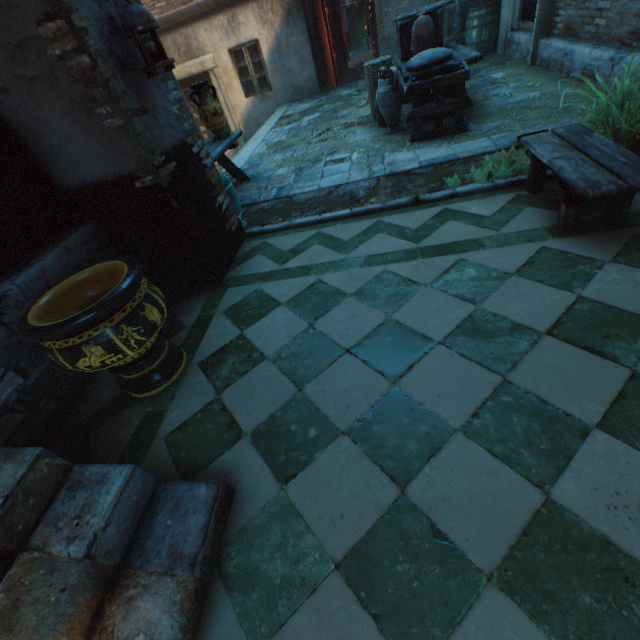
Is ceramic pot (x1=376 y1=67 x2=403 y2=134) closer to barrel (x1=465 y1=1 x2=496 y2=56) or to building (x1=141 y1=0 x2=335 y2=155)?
building (x1=141 y1=0 x2=335 y2=155)

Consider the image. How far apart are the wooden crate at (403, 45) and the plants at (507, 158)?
4.2 meters

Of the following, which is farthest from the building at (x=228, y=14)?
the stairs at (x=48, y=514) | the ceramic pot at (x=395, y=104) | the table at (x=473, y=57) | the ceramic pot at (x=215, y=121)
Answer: the ceramic pot at (x=395, y=104)

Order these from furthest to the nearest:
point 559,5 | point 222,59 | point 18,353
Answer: point 222,59
point 559,5
point 18,353

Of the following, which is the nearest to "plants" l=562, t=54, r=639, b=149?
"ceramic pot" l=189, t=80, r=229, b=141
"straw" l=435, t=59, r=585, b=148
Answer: "straw" l=435, t=59, r=585, b=148

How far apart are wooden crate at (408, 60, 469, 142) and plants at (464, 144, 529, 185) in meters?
1.8 m

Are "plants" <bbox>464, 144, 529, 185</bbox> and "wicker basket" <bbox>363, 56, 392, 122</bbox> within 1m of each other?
no

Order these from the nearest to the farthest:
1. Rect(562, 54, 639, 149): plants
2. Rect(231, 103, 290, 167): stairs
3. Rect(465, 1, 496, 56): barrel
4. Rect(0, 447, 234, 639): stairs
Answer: Rect(0, 447, 234, 639): stairs
Rect(562, 54, 639, 149): plants
Rect(231, 103, 290, 167): stairs
Rect(465, 1, 496, 56): barrel
